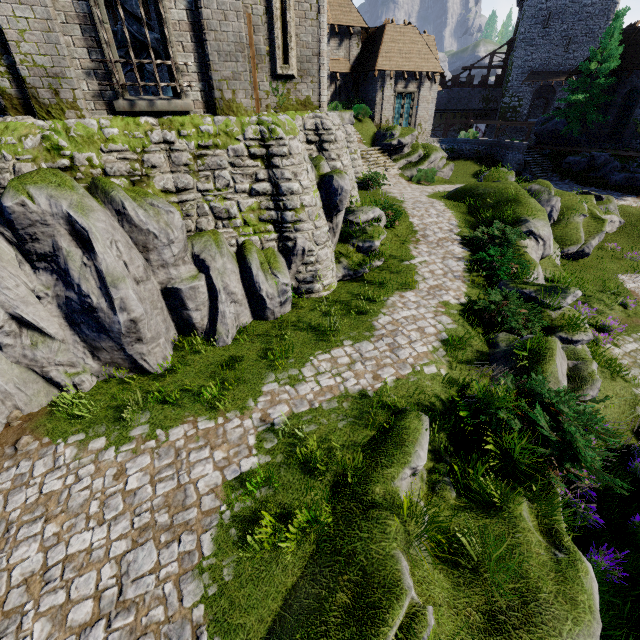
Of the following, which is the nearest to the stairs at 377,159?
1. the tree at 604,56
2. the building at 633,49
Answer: the tree at 604,56

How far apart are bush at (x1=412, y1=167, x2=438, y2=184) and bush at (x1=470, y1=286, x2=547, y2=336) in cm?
1511

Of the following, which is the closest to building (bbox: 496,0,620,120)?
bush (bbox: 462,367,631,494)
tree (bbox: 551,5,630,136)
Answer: tree (bbox: 551,5,630,136)

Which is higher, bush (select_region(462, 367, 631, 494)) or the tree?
the tree

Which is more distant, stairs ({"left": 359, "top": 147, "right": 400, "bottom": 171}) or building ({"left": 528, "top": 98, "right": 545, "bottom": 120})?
building ({"left": 528, "top": 98, "right": 545, "bottom": 120})

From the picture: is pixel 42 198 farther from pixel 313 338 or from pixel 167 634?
pixel 167 634

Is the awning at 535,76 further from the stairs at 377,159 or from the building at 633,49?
the stairs at 377,159

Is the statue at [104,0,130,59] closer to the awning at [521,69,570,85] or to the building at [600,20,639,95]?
the building at [600,20,639,95]
